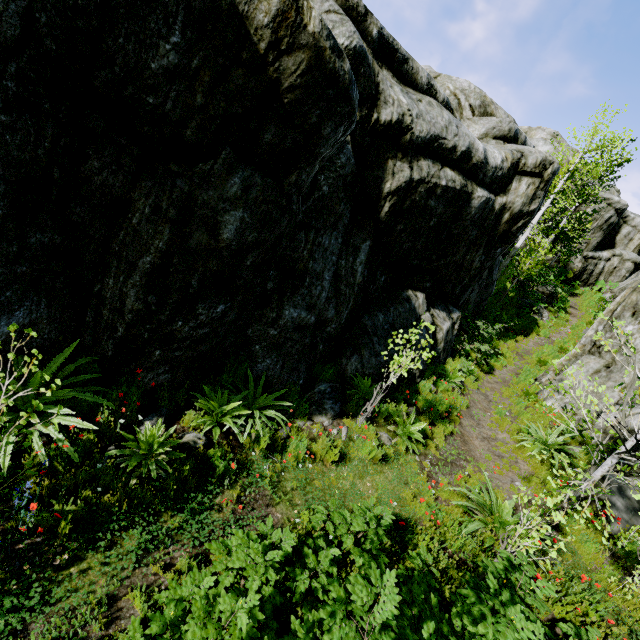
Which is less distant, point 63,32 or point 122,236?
point 63,32

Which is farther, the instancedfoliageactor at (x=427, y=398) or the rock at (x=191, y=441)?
the rock at (x=191, y=441)

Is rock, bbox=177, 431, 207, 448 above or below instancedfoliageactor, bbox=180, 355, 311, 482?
below

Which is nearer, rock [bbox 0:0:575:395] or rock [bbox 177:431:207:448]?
rock [bbox 0:0:575:395]

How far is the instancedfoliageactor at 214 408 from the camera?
5.45m

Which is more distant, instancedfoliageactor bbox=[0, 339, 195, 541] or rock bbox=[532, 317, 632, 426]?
rock bbox=[532, 317, 632, 426]

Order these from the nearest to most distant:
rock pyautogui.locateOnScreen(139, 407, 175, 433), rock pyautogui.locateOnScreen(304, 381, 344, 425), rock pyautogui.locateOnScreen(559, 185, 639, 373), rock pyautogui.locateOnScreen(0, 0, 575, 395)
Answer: rock pyautogui.locateOnScreen(0, 0, 575, 395), rock pyautogui.locateOnScreen(139, 407, 175, 433), rock pyautogui.locateOnScreen(304, 381, 344, 425), rock pyautogui.locateOnScreen(559, 185, 639, 373)

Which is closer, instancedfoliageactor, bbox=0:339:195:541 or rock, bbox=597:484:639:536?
instancedfoliageactor, bbox=0:339:195:541
